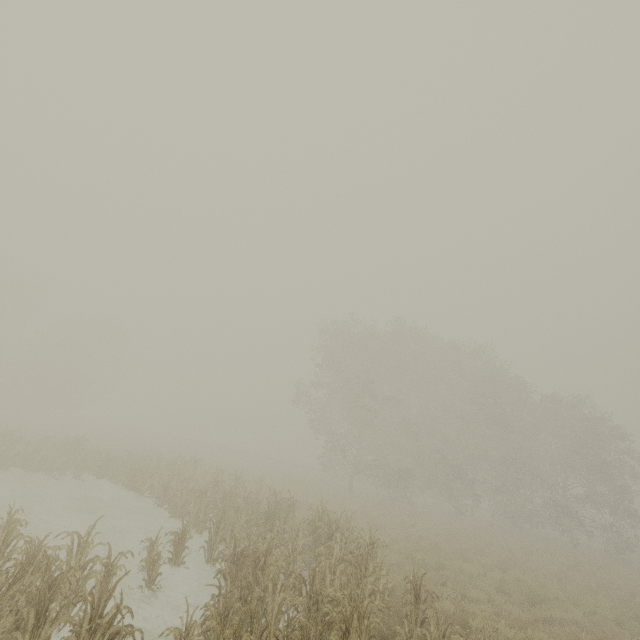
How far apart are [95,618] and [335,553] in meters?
5.8

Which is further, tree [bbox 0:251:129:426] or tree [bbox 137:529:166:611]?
tree [bbox 0:251:129:426]

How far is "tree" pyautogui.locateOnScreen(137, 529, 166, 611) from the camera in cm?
804

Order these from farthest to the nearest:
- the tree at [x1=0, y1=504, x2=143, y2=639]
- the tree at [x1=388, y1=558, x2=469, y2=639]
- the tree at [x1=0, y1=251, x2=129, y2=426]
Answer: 1. the tree at [x1=0, y1=251, x2=129, y2=426]
2. the tree at [x1=388, y1=558, x2=469, y2=639]
3. the tree at [x1=0, y1=504, x2=143, y2=639]

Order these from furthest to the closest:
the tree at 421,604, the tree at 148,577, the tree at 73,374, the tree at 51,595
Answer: the tree at 73,374, the tree at 148,577, the tree at 421,604, the tree at 51,595

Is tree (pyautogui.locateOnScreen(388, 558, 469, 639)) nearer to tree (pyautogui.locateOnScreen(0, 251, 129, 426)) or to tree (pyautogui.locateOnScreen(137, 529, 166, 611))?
tree (pyautogui.locateOnScreen(137, 529, 166, 611))

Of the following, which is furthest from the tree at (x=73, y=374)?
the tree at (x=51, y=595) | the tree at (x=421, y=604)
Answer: the tree at (x=421, y=604)

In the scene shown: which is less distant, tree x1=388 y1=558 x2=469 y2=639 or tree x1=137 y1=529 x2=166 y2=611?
tree x1=388 y1=558 x2=469 y2=639
